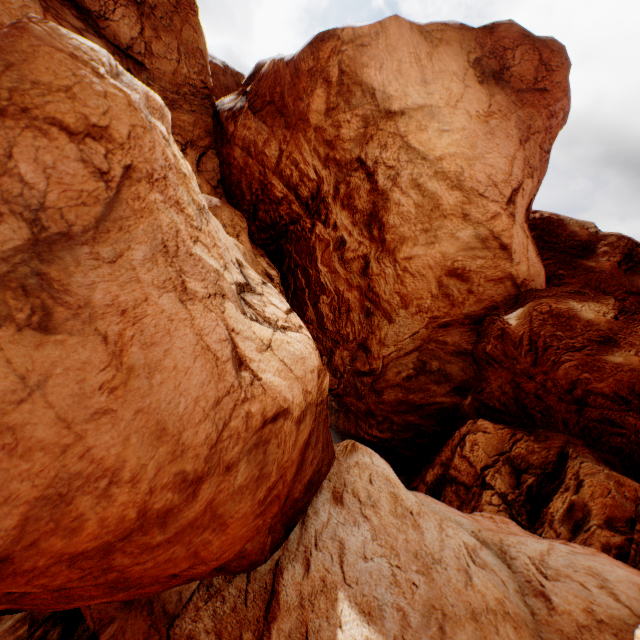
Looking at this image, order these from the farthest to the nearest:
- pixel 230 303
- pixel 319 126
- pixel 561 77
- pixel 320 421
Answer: pixel 561 77 → pixel 319 126 → pixel 320 421 → pixel 230 303
